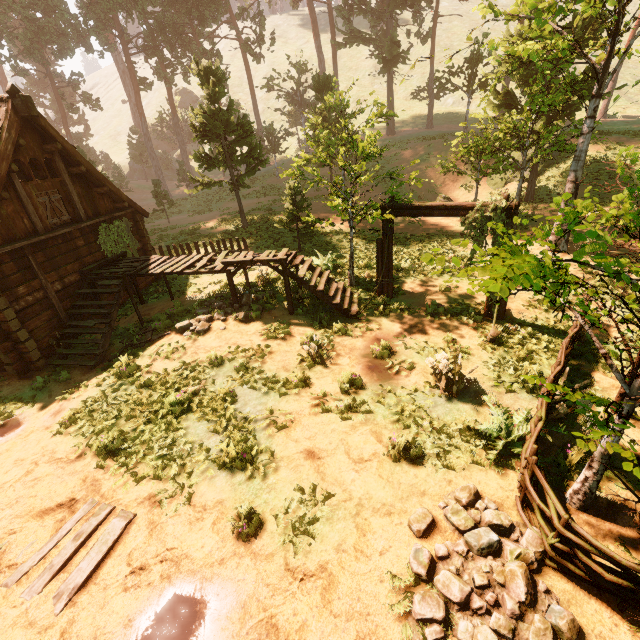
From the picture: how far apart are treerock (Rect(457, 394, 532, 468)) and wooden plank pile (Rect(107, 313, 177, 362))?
9.1m

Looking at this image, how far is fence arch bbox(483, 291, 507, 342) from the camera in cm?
914

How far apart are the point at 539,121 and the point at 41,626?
27.93m

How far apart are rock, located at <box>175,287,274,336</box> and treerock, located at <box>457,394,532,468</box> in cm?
705

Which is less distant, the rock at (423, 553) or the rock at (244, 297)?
the rock at (423, 553)

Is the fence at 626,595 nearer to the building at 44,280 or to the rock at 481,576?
the rock at 481,576

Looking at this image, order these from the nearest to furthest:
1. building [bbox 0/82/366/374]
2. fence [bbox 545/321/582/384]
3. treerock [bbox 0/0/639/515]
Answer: treerock [bbox 0/0/639/515]
fence [bbox 545/321/582/384]
building [bbox 0/82/366/374]

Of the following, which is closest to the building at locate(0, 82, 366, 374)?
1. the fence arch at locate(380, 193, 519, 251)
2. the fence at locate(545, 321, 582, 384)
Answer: the fence arch at locate(380, 193, 519, 251)
